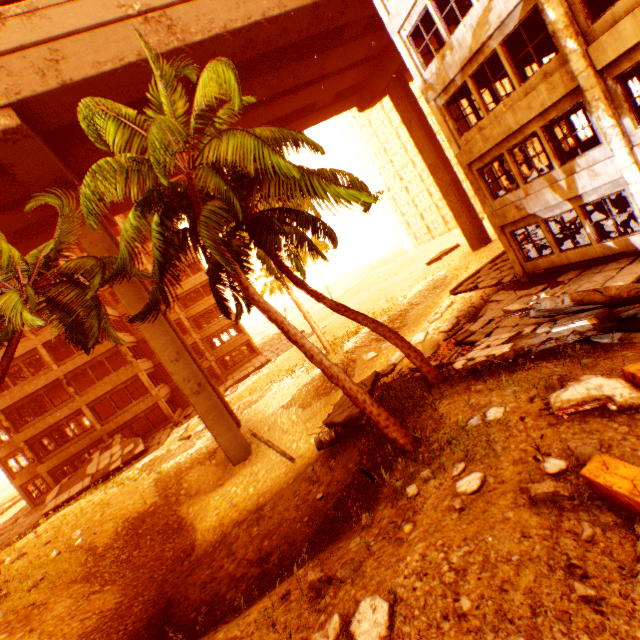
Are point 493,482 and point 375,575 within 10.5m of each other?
yes

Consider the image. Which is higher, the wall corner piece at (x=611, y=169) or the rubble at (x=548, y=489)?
the wall corner piece at (x=611, y=169)

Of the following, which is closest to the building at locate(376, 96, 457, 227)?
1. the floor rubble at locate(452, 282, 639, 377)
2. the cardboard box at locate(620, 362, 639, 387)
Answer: the floor rubble at locate(452, 282, 639, 377)

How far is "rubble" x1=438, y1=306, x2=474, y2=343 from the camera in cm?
1267

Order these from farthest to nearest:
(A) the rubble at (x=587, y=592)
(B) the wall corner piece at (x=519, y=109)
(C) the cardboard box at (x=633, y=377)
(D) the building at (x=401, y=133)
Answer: (D) the building at (x=401, y=133)
(B) the wall corner piece at (x=519, y=109)
(C) the cardboard box at (x=633, y=377)
(A) the rubble at (x=587, y=592)

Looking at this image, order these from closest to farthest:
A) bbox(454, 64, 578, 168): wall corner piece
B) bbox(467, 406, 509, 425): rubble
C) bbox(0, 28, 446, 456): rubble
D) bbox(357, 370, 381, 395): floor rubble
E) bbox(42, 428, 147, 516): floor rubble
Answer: bbox(467, 406, 509, 425): rubble
bbox(0, 28, 446, 456): rubble
bbox(454, 64, 578, 168): wall corner piece
bbox(357, 370, 381, 395): floor rubble
bbox(42, 428, 147, 516): floor rubble

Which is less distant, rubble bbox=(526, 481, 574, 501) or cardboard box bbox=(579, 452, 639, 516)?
cardboard box bbox=(579, 452, 639, 516)
